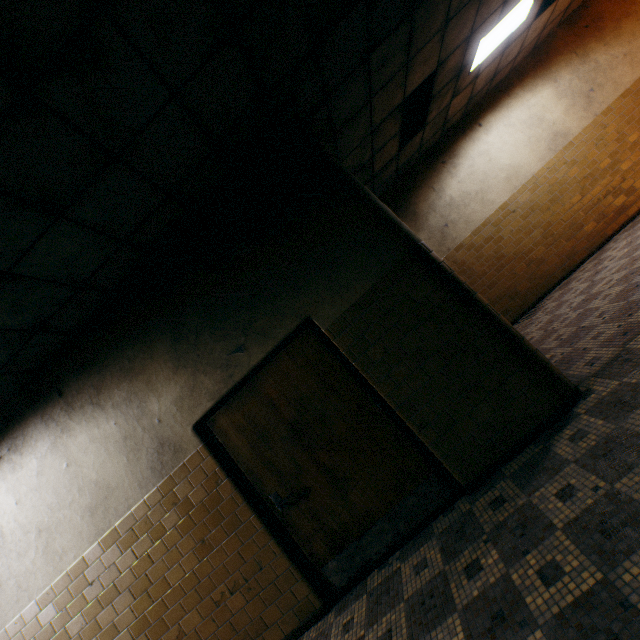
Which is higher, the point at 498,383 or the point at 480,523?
the point at 498,383

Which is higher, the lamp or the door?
the lamp

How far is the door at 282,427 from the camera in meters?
3.0

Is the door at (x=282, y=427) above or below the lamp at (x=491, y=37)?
Answer: below

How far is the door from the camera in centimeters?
303cm

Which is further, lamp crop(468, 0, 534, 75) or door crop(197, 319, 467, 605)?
lamp crop(468, 0, 534, 75)
